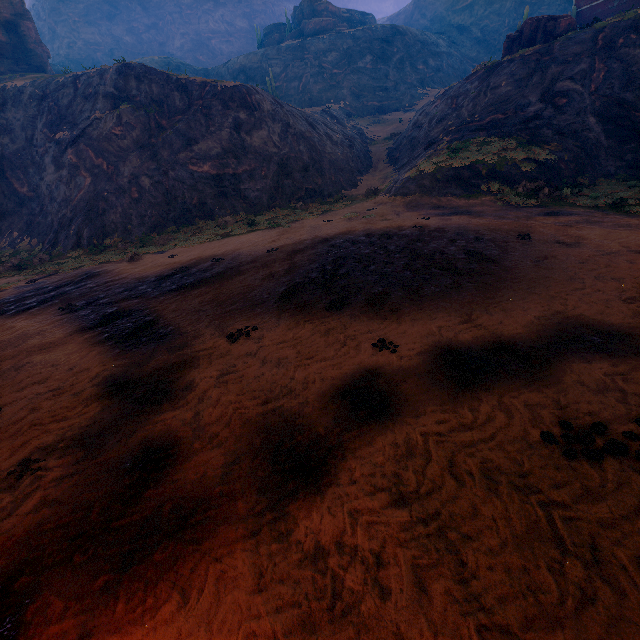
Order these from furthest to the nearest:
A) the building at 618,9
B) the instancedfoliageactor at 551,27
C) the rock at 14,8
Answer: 1. the rock at 14,8
2. the instancedfoliageactor at 551,27
3. the building at 618,9

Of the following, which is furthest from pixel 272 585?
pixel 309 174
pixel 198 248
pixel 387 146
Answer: pixel 387 146

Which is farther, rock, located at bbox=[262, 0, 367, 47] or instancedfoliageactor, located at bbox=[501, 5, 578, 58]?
rock, located at bbox=[262, 0, 367, 47]

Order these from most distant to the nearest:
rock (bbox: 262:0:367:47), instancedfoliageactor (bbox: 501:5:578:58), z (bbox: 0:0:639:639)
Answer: rock (bbox: 262:0:367:47) → instancedfoliageactor (bbox: 501:5:578:58) → z (bbox: 0:0:639:639)

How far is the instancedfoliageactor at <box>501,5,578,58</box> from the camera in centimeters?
2317cm

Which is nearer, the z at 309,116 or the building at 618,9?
the z at 309,116

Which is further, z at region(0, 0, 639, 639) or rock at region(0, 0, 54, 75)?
rock at region(0, 0, 54, 75)

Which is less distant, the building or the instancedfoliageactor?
the building
